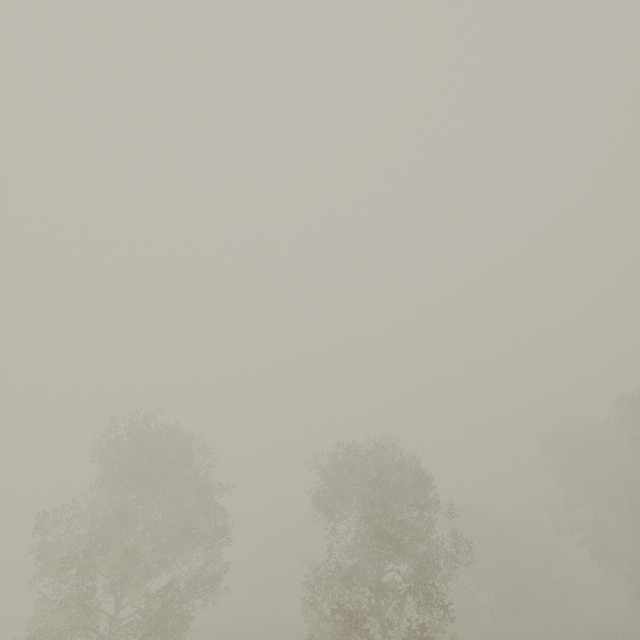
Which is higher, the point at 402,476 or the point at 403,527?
the point at 402,476
